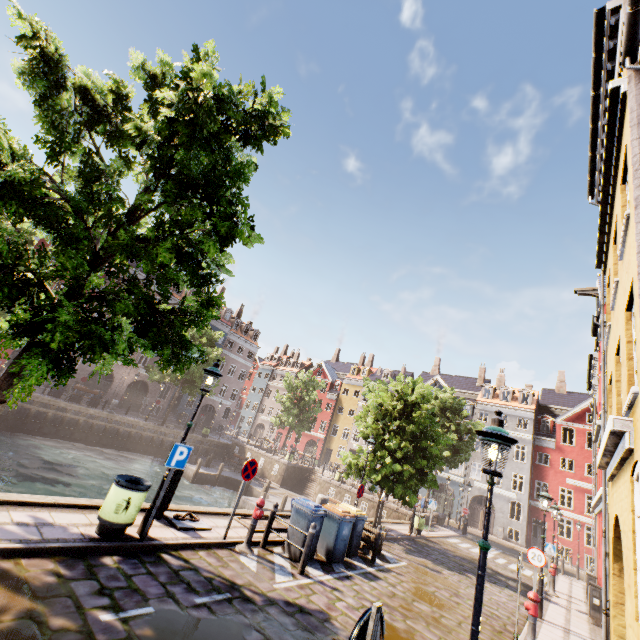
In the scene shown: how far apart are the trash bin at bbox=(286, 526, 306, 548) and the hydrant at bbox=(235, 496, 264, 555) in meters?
1.1

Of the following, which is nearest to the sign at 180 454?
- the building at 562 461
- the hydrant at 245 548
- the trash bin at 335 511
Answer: the hydrant at 245 548

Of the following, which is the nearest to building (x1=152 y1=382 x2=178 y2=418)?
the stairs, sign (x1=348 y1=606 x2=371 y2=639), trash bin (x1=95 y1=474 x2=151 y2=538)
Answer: the stairs

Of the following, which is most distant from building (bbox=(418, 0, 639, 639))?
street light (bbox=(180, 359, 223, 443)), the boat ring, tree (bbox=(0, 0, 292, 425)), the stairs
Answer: the boat ring

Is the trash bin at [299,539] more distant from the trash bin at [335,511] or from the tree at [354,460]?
the tree at [354,460]

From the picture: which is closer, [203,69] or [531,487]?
[203,69]

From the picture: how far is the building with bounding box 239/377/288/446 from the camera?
54.3m

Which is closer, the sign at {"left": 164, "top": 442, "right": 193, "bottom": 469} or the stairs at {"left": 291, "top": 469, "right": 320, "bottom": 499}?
the sign at {"left": 164, "top": 442, "right": 193, "bottom": 469}
